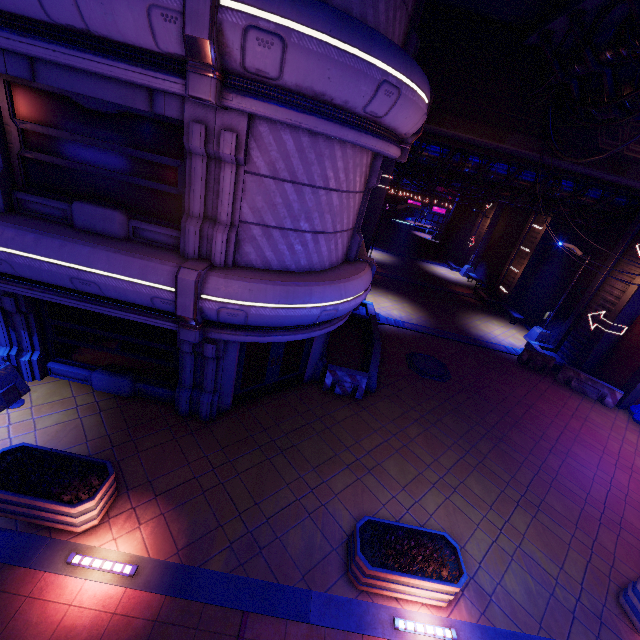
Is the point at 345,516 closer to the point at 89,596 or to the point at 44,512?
the point at 89,596

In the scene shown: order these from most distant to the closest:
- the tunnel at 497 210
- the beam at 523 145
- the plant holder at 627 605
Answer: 1. the tunnel at 497 210
2. the beam at 523 145
3. the plant holder at 627 605

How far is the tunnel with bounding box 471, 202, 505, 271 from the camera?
29.9 meters

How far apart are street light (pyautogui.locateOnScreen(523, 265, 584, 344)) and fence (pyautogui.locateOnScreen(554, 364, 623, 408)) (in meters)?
3.23

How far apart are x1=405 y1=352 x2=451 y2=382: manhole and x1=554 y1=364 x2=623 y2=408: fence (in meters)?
6.23

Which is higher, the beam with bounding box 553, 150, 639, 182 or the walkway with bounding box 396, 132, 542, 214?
the beam with bounding box 553, 150, 639, 182

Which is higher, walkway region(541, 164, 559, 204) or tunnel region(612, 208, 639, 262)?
walkway region(541, 164, 559, 204)

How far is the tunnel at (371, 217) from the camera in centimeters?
1348cm
